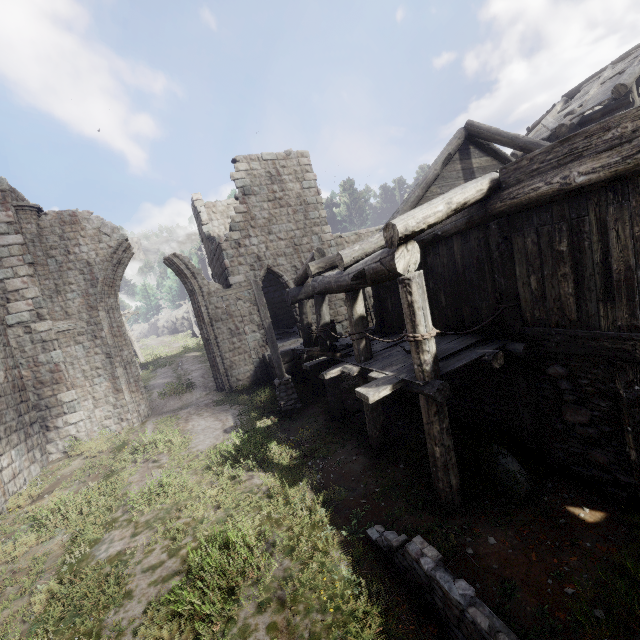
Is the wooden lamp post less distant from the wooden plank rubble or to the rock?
the wooden plank rubble

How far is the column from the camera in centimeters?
1239cm

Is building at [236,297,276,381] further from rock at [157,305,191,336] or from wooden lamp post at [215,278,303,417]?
rock at [157,305,191,336]

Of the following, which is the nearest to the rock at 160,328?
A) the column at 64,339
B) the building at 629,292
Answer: the building at 629,292

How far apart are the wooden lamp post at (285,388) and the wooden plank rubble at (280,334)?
5.40m

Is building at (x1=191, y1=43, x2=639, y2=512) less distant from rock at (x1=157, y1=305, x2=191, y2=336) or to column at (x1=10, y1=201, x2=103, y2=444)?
column at (x1=10, y1=201, x2=103, y2=444)

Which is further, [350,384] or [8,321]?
[350,384]

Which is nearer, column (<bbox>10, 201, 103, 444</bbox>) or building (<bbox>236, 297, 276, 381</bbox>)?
column (<bbox>10, 201, 103, 444</bbox>)
